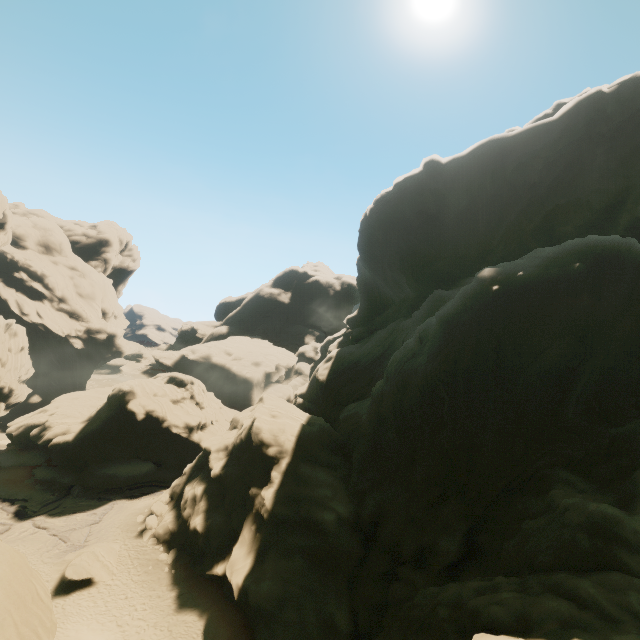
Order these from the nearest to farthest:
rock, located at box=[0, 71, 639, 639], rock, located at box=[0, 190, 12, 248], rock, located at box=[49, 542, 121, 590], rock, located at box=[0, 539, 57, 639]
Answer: rock, located at box=[0, 539, 57, 639]
rock, located at box=[0, 71, 639, 639]
rock, located at box=[49, 542, 121, 590]
rock, located at box=[0, 190, 12, 248]

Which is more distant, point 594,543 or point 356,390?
point 356,390

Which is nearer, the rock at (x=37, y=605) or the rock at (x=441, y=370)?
the rock at (x=37, y=605)

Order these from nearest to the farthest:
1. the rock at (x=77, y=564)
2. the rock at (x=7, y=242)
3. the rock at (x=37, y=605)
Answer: the rock at (x=37, y=605)
the rock at (x=77, y=564)
the rock at (x=7, y=242)

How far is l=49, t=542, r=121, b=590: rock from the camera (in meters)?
23.09

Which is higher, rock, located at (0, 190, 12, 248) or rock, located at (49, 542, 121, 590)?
rock, located at (0, 190, 12, 248)

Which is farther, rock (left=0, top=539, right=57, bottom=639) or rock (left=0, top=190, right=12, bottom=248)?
rock (left=0, top=190, right=12, bottom=248)
